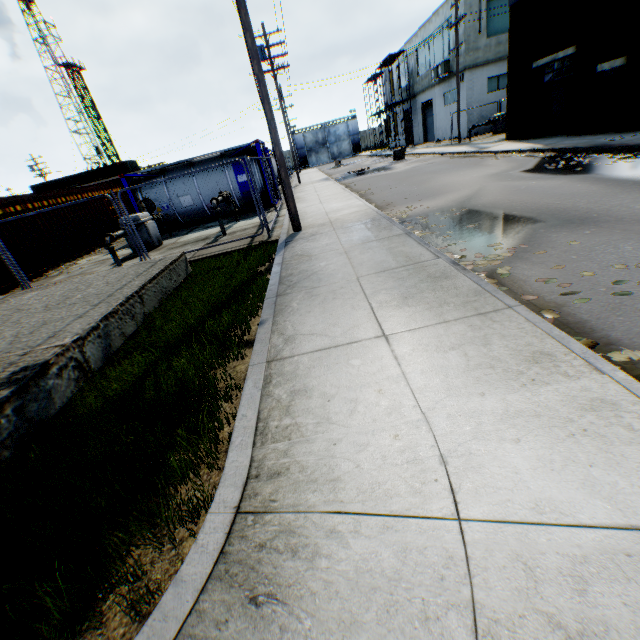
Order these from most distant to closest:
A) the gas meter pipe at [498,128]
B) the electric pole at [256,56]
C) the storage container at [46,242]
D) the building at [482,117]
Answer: the building at [482,117] → the gas meter pipe at [498,128] → the storage container at [46,242] → the electric pole at [256,56]

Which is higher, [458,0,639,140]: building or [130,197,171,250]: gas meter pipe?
[458,0,639,140]: building

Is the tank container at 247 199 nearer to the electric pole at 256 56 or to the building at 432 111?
the electric pole at 256 56

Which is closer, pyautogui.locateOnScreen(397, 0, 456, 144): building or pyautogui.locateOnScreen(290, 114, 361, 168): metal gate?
pyautogui.locateOnScreen(397, 0, 456, 144): building

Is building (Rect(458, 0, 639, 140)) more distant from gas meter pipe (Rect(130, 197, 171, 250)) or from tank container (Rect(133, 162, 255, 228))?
A: gas meter pipe (Rect(130, 197, 171, 250))

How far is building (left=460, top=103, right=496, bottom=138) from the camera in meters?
26.4

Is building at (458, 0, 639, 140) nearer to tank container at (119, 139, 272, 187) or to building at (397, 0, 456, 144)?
building at (397, 0, 456, 144)

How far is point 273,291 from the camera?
5.4 meters
